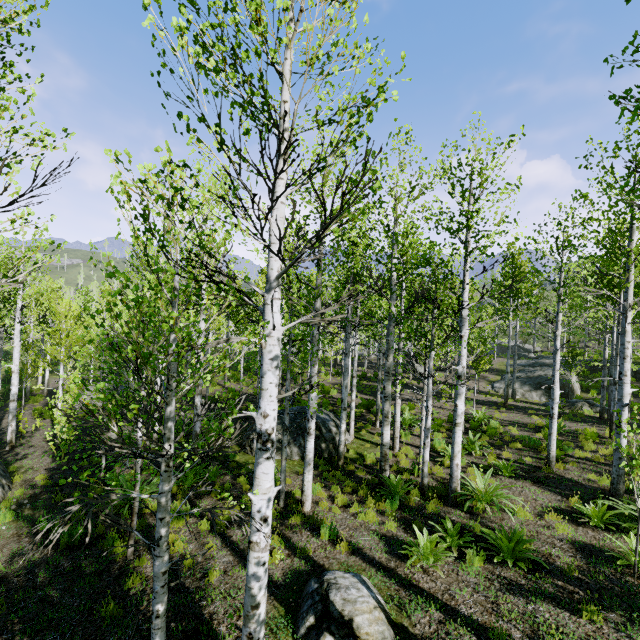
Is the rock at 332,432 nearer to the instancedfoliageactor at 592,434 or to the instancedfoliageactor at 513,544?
the instancedfoliageactor at 513,544

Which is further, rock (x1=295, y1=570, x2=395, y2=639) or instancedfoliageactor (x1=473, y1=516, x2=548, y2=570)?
instancedfoliageactor (x1=473, y1=516, x2=548, y2=570)

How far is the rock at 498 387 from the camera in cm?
2581

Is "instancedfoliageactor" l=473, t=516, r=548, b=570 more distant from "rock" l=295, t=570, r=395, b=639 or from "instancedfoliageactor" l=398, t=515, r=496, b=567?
"rock" l=295, t=570, r=395, b=639

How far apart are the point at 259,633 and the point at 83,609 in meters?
4.0 m

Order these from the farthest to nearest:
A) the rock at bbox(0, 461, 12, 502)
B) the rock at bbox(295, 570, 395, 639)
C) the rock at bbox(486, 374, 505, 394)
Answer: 1. the rock at bbox(486, 374, 505, 394)
2. the rock at bbox(0, 461, 12, 502)
3. the rock at bbox(295, 570, 395, 639)

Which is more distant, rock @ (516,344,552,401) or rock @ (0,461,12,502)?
rock @ (516,344,552,401)

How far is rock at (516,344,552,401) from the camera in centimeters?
2425cm
